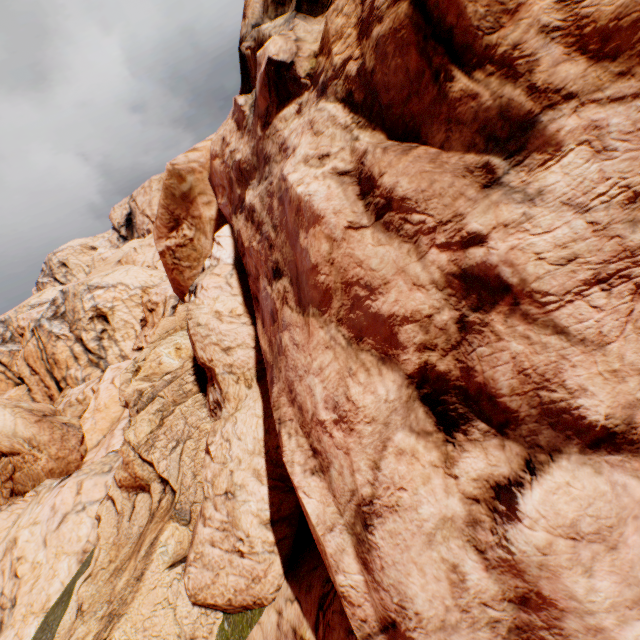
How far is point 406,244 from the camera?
2.0m
